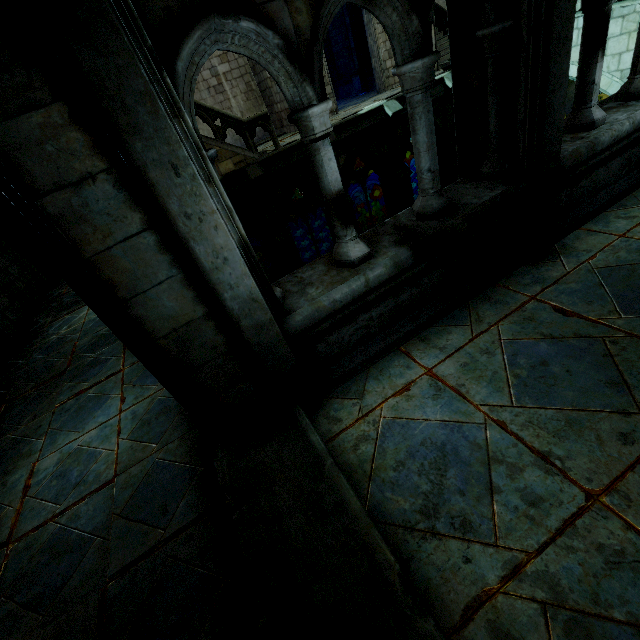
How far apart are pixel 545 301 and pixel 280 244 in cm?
1127

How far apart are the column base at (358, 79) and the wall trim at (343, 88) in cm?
1

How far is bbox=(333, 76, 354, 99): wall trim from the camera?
19.64m

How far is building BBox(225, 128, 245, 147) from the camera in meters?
15.8 m

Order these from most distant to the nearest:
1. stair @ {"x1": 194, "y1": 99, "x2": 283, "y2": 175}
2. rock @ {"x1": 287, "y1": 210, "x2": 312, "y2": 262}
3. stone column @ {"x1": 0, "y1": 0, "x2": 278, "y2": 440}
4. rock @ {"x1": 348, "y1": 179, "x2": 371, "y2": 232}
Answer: rock @ {"x1": 348, "y1": 179, "x2": 371, "y2": 232}, rock @ {"x1": 287, "y1": 210, "x2": 312, "y2": 262}, stair @ {"x1": 194, "y1": 99, "x2": 283, "y2": 175}, stone column @ {"x1": 0, "y1": 0, "x2": 278, "y2": 440}

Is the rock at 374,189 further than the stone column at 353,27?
Yes

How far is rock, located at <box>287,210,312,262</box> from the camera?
25.4m

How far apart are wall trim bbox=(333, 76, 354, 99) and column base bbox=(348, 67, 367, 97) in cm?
1
